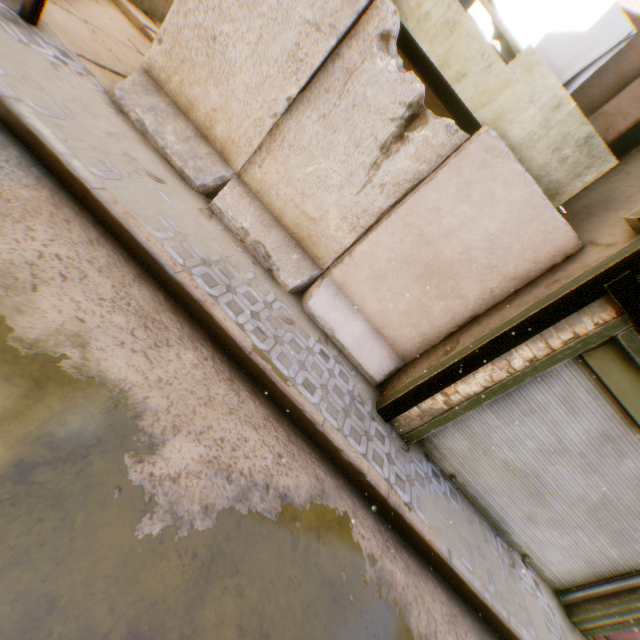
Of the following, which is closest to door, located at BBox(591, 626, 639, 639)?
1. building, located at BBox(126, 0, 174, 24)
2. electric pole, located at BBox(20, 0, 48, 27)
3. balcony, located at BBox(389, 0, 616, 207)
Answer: building, located at BBox(126, 0, 174, 24)

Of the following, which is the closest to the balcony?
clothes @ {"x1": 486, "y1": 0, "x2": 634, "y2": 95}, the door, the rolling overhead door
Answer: clothes @ {"x1": 486, "y1": 0, "x2": 634, "y2": 95}

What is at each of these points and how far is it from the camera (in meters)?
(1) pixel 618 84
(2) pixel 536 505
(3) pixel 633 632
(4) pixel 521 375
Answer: (1) building, 5.14
(2) rolling overhead door, 4.96
(3) door, 5.09
(4) building, 4.00

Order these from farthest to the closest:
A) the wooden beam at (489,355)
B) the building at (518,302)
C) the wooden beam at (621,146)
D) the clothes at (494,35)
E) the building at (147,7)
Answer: the building at (147,7)
the wooden beam at (621,146)
the clothes at (494,35)
the building at (518,302)
the wooden beam at (489,355)

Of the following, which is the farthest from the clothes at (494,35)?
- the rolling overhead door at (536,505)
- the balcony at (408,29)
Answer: the rolling overhead door at (536,505)

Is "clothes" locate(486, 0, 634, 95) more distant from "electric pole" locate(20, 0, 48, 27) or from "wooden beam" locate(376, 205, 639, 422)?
"electric pole" locate(20, 0, 48, 27)

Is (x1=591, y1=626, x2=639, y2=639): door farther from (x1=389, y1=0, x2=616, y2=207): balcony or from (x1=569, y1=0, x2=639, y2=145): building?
(x1=389, y1=0, x2=616, y2=207): balcony

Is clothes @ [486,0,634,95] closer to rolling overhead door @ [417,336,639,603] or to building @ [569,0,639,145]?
building @ [569,0,639,145]
